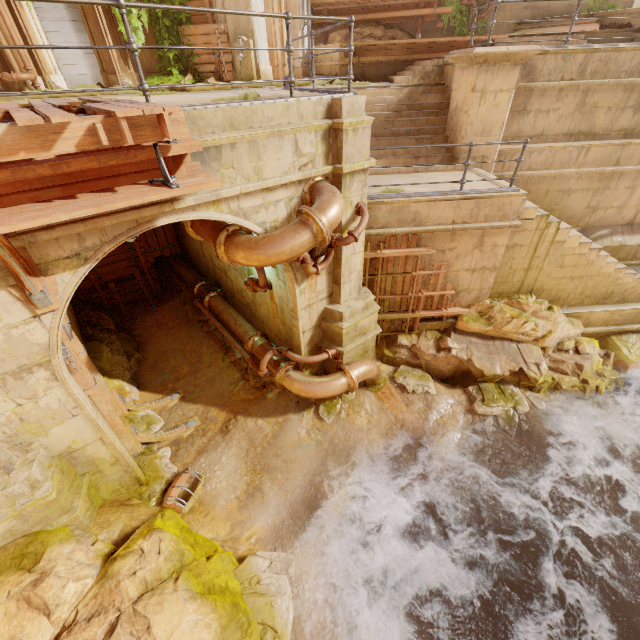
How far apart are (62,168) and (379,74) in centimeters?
1351cm

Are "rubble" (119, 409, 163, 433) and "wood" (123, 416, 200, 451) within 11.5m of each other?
yes

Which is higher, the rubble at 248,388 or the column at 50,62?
the column at 50,62

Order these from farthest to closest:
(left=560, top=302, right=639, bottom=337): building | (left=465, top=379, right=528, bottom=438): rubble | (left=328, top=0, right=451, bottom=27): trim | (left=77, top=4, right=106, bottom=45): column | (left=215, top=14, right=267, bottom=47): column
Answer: (left=328, top=0, right=451, bottom=27): trim < (left=215, top=14, right=267, bottom=47): column < (left=77, top=4, right=106, bottom=45): column < (left=560, top=302, right=639, bottom=337): building < (left=465, top=379, right=528, bottom=438): rubble

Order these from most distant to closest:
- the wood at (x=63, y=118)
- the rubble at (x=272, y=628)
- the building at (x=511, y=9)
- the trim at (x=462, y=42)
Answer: the building at (x=511, y=9) → the trim at (x=462, y=42) → the rubble at (x=272, y=628) → the wood at (x=63, y=118)

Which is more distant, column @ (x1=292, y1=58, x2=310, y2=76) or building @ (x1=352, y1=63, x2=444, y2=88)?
column @ (x1=292, y1=58, x2=310, y2=76)

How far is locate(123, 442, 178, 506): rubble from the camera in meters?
6.2

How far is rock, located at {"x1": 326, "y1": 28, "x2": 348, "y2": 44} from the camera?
13.60m
